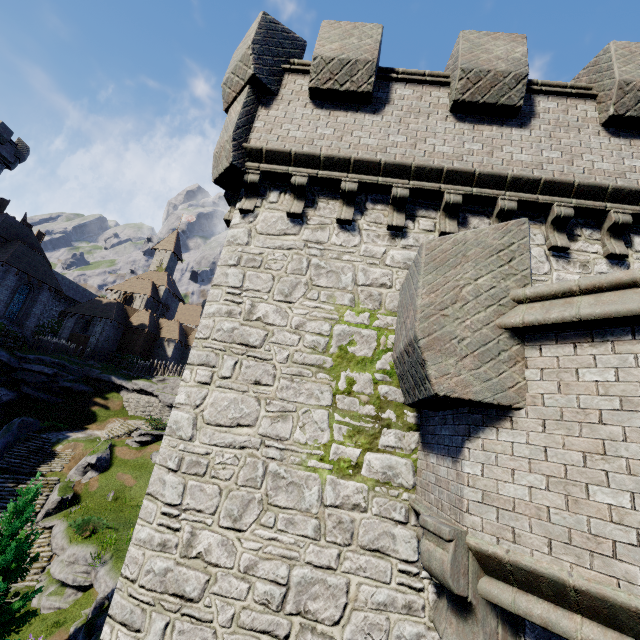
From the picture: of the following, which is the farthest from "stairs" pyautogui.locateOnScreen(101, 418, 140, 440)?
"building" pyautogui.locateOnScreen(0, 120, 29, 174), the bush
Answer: "building" pyautogui.locateOnScreen(0, 120, 29, 174)

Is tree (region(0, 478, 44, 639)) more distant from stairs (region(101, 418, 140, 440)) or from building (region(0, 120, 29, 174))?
building (region(0, 120, 29, 174))

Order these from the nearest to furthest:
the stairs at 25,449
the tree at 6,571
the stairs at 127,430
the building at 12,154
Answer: the tree at 6,571
the stairs at 25,449
the stairs at 127,430
the building at 12,154

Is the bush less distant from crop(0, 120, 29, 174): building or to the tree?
the tree

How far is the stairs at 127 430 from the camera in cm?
2875

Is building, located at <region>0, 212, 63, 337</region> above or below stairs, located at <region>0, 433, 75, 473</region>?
above

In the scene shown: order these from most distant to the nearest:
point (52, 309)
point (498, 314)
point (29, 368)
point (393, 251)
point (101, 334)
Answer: point (52, 309), point (101, 334), point (29, 368), point (393, 251), point (498, 314)

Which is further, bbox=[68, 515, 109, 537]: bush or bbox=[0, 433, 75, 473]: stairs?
bbox=[0, 433, 75, 473]: stairs
